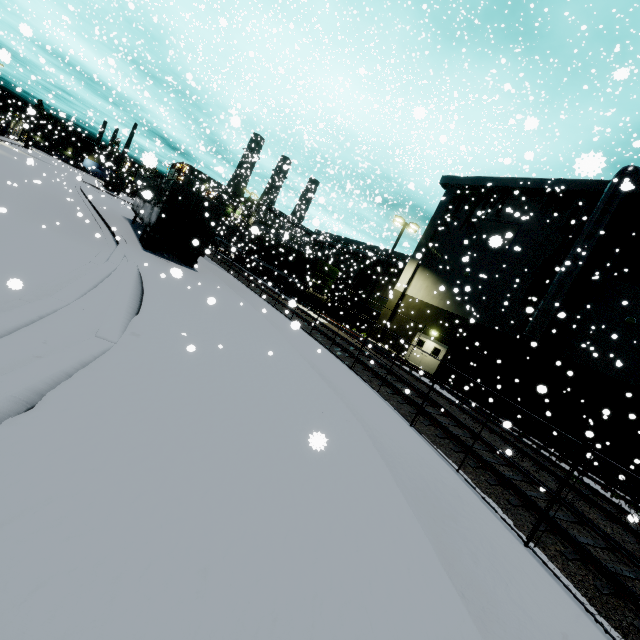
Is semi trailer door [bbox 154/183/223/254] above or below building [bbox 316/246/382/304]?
below

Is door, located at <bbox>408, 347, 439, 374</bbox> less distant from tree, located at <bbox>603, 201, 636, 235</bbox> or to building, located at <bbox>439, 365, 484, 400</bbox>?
building, located at <bbox>439, 365, 484, 400</bbox>

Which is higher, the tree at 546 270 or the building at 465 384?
the tree at 546 270

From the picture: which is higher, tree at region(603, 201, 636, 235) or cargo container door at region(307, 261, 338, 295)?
tree at region(603, 201, 636, 235)

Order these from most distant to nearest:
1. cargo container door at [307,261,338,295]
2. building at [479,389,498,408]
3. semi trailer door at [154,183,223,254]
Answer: cargo container door at [307,261,338,295], building at [479,389,498,408], semi trailer door at [154,183,223,254]

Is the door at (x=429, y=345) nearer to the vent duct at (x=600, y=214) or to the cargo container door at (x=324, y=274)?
the vent duct at (x=600, y=214)

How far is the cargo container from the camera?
26.61m

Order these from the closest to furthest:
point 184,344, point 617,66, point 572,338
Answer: point 184,344
point 572,338
point 617,66
